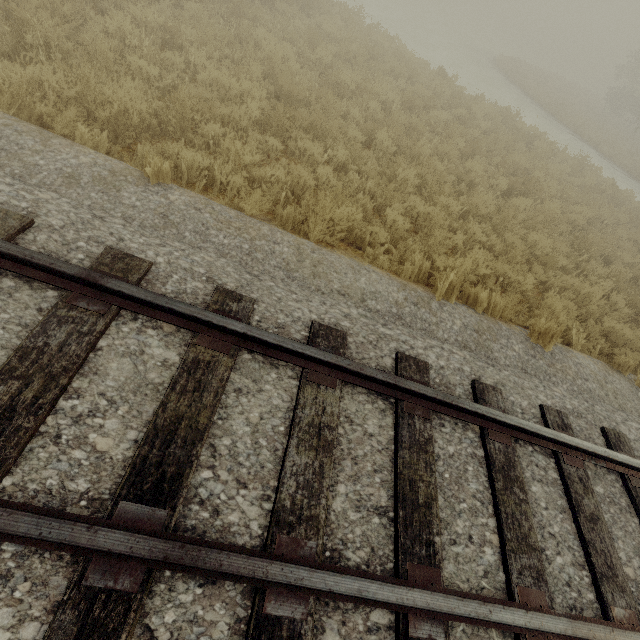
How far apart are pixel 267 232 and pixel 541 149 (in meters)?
14.17
